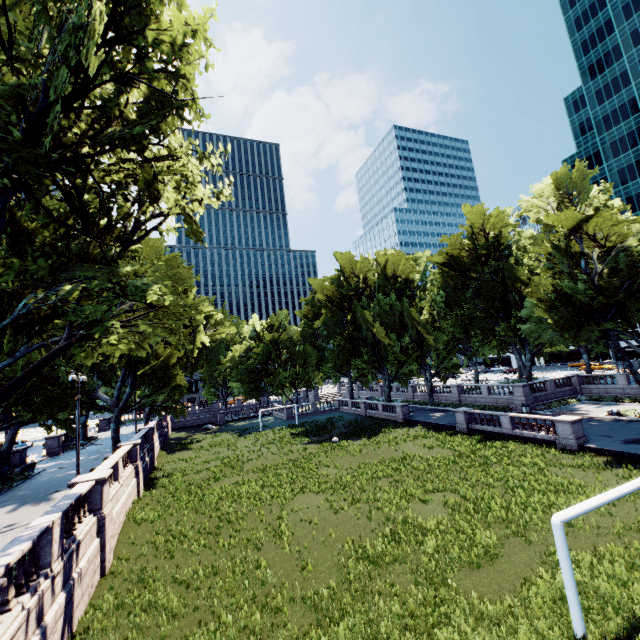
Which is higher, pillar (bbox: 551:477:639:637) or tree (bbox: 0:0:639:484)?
tree (bbox: 0:0:639:484)

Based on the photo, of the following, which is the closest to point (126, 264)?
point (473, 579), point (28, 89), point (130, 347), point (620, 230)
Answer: point (130, 347)

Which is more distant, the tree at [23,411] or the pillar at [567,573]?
the tree at [23,411]

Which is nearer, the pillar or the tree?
the pillar

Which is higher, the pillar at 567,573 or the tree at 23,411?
the tree at 23,411
